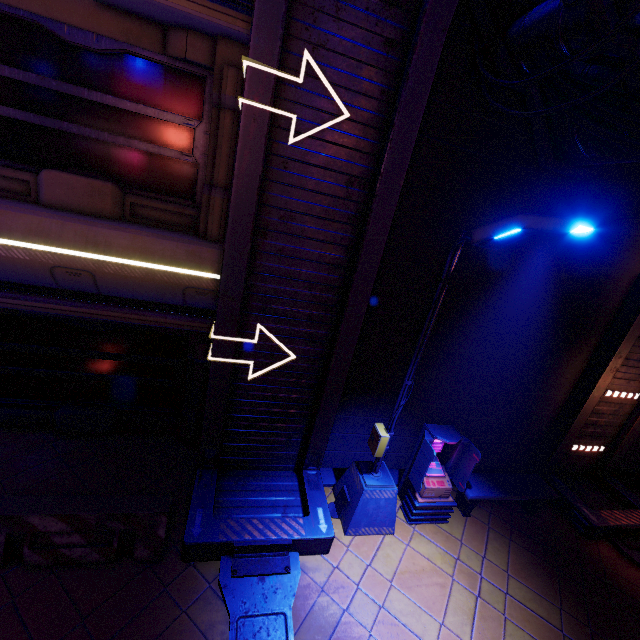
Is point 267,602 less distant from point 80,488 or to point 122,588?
point 122,588

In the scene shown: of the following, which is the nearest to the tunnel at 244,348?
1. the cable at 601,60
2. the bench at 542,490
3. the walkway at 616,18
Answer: the walkway at 616,18

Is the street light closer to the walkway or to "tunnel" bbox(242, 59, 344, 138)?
"tunnel" bbox(242, 59, 344, 138)

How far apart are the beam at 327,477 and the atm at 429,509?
0.2m

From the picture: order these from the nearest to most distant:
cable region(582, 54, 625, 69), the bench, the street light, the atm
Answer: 1. the street light
2. cable region(582, 54, 625, 69)
3. the atm
4. the bench

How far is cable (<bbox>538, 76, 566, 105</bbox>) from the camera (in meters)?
4.59

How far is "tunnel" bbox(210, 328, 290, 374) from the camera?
5.42m

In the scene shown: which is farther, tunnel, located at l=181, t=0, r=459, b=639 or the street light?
tunnel, located at l=181, t=0, r=459, b=639
